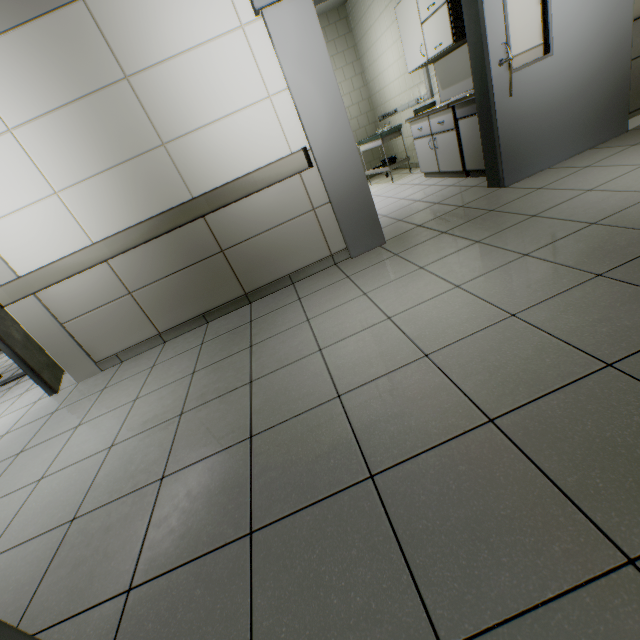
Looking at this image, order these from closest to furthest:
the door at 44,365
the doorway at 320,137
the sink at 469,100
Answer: the doorway at 320,137
the door at 44,365
the sink at 469,100

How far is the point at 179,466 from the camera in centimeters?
167cm

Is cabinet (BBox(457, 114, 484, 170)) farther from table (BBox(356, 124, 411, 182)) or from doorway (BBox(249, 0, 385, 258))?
table (BBox(356, 124, 411, 182))

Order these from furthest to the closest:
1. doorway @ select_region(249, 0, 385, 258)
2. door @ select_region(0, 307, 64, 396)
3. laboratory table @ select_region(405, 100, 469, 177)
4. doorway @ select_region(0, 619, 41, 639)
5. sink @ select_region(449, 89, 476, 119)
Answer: laboratory table @ select_region(405, 100, 469, 177)
sink @ select_region(449, 89, 476, 119)
door @ select_region(0, 307, 64, 396)
doorway @ select_region(249, 0, 385, 258)
doorway @ select_region(0, 619, 41, 639)

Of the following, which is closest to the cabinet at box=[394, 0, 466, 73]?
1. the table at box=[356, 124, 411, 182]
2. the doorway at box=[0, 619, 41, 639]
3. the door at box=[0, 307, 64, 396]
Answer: the table at box=[356, 124, 411, 182]

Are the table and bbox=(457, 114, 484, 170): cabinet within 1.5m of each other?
no

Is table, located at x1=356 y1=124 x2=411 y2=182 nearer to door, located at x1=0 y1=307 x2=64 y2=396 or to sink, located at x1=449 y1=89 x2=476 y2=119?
sink, located at x1=449 y1=89 x2=476 y2=119

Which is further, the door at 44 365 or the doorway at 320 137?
the door at 44 365
